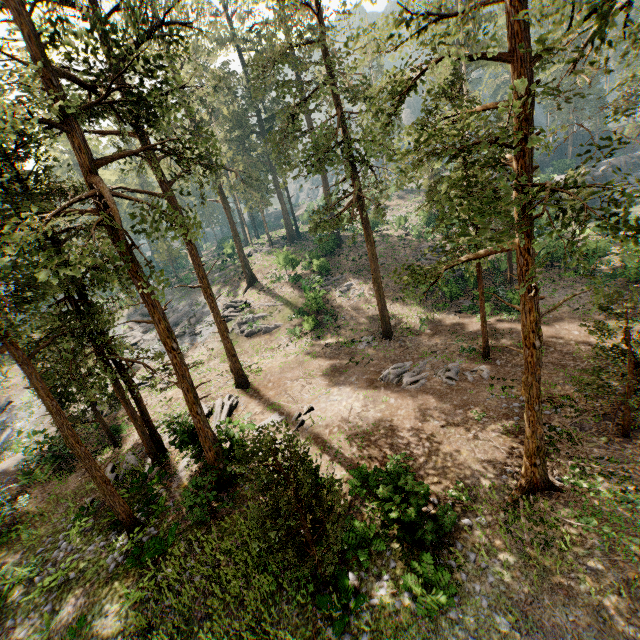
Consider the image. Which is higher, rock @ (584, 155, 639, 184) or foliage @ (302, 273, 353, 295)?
rock @ (584, 155, 639, 184)

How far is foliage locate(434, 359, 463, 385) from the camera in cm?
1834

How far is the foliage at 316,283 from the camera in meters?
31.1 m

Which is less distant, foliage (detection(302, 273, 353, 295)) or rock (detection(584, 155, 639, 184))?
foliage (detection(302, 273, 353, 295))

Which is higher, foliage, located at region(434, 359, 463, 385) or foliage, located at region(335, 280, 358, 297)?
foliage, located at region(335, 280, 358, 297)

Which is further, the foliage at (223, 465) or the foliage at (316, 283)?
the foliage at (316, 283)

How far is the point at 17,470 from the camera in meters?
20.2 m
